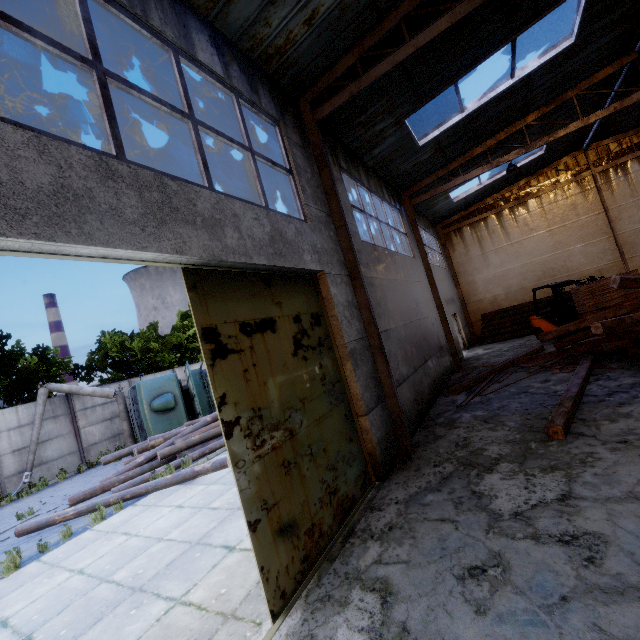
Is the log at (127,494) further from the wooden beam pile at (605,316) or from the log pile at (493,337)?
the log pile at (493,337)

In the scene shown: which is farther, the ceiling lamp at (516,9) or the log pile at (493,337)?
the log pile at (493,337)

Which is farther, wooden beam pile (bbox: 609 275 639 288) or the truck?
the truck

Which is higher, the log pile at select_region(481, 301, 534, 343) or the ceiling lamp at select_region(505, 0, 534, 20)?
the ceiling lamp at select_region(505, 0, 534, 20)

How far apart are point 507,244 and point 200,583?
21.09m

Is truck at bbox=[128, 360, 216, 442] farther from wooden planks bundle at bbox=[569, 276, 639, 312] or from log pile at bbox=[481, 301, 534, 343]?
wooden planks bundle at bbox=[569, 276, 639, 312]

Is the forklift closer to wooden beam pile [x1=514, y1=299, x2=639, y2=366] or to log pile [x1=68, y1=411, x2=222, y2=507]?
wooden beam pile [x1=514, y1=299, x2=639, y2=366]

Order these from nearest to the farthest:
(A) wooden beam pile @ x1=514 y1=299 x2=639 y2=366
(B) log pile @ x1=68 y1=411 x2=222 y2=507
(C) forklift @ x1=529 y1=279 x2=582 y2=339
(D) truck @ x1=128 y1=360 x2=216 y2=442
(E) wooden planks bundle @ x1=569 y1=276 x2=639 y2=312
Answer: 1. (A) wooden beam pile @ x1=514 y1=299 x2=639 y2=366
2. (B) log pile @ x1=68 y1=411 x2=222 y2=507
3. (E) wooden planks bundle @ x1=569 y1=276 x2=639 y2=312
4. (C) forklift @ x1=529 y1=279 x2=582 y2=339
5. (D) truck @ x1=128 y1=360 x2=216 y2=442
